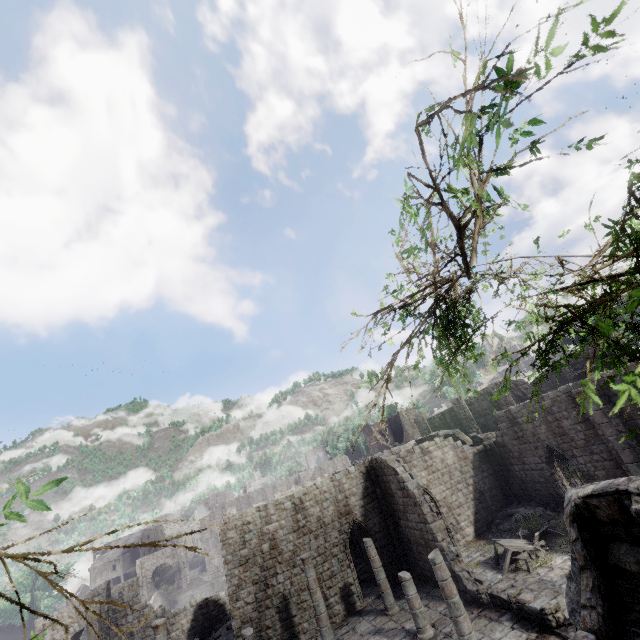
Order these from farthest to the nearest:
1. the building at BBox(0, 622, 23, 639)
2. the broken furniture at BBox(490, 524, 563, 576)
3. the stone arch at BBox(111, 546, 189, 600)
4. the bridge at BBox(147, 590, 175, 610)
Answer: the building at BBox(0, 622, 23, 639) → the bridge at BBox(147, 590, 175, 610) → the stone arch at BBox(111, 546, 189, 600) → the broken furniture at BBox(490, 524, 563, 576)

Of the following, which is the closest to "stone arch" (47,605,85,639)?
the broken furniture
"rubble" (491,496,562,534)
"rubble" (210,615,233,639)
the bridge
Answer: the bridge

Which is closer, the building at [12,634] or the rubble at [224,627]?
the rubble at [224,627]

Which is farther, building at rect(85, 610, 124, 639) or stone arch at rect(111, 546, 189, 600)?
stone arch at rect(111, 546, 189, 600)

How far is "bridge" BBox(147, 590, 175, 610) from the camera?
40.6 meters

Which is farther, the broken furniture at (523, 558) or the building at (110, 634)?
the building at (110, 634)

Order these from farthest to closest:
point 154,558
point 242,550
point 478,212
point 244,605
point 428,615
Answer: point 154,558 < point 242,550 < point 244,605 < point 428,615 < point 478,212
